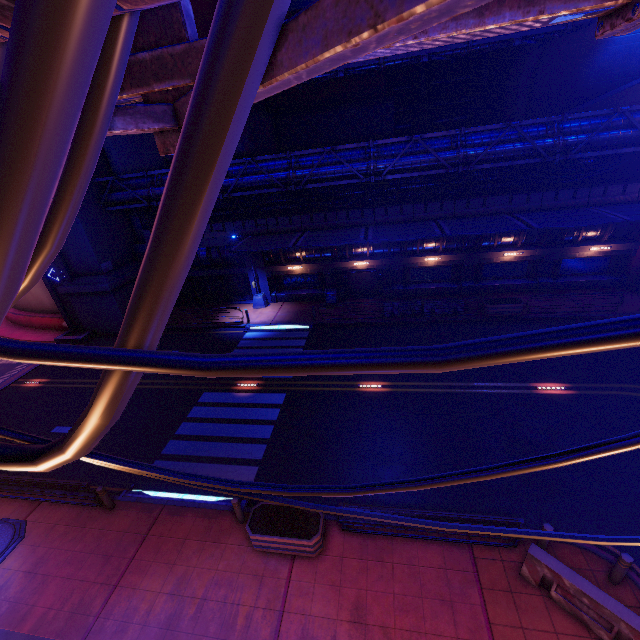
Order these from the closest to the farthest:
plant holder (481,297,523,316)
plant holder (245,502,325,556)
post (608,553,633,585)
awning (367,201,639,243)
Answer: post (608,553,633,585) < plant holder (245,502,325,556) < awning (367,201,639,243) < plant holder (481,297,523,316)

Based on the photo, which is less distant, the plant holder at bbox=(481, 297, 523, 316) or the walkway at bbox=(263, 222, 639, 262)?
the plant holder at bbox=(481, 297, 523, 316)

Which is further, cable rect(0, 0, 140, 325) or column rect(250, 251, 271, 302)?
column rect(250, 251, 271, 302)

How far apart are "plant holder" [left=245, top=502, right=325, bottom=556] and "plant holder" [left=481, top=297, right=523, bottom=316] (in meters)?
15.93

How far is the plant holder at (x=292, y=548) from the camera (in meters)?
9.02

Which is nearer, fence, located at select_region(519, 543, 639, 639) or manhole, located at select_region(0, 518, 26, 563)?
fence, located at select_region(519, 543, 639, 639)

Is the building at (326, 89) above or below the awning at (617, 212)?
above

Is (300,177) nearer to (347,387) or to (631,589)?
(347,387)
